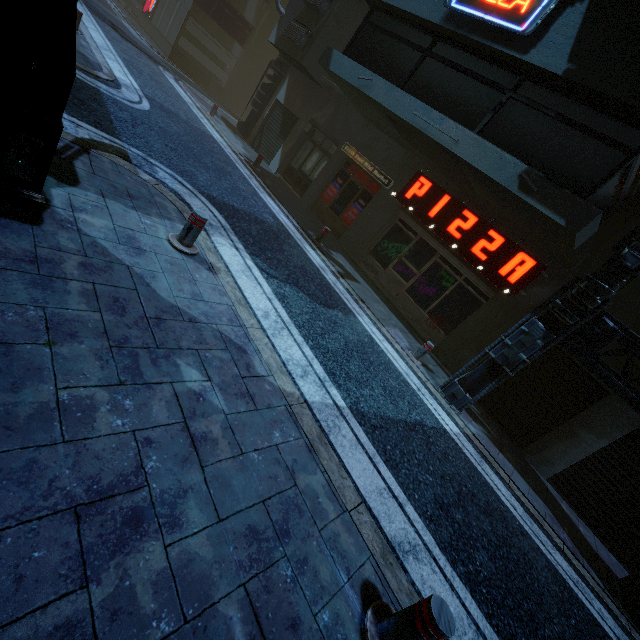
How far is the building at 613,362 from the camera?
7.3 meters

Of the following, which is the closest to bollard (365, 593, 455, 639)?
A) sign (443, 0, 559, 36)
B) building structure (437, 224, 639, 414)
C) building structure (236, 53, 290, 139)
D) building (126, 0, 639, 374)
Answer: building (126, 0, 639, 374)

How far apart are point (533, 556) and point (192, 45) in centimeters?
2933cm

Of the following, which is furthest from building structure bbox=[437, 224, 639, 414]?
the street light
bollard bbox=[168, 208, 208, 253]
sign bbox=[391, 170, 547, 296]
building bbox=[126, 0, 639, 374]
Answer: the street light

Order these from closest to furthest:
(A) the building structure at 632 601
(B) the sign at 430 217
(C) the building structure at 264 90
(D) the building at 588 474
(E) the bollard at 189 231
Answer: (E) the bollard at 189 231
(A) the building structure at 632 601
(D) the building at 588 474
(B) the sign at 430 217
(C) the building structure at 264 90

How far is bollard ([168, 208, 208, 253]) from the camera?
4.54m

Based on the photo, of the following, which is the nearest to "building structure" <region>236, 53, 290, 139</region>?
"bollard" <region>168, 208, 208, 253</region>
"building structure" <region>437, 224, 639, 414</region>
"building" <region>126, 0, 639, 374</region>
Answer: "building" <region>126, 0, 639, 374</region>
